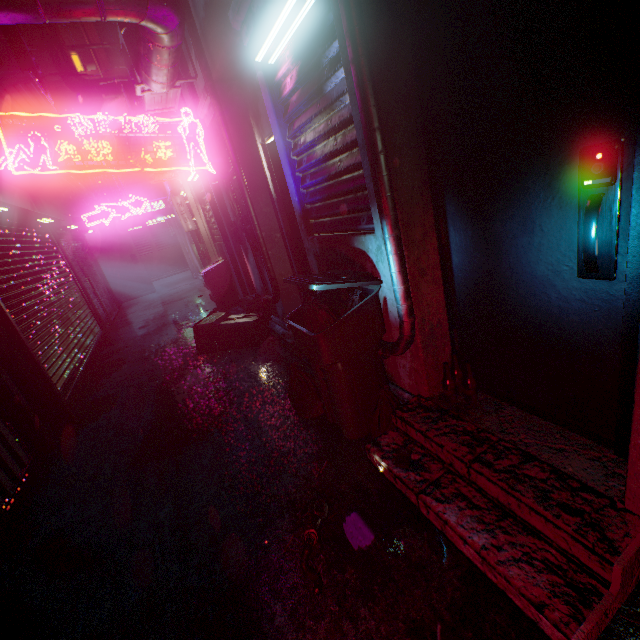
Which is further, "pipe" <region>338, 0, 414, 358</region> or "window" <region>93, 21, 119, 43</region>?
"window" <region>93, 21, 119, 43</region>

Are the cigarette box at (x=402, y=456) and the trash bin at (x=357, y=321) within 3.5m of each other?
yes

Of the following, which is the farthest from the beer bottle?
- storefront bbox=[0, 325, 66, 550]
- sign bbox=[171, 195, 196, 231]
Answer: sign bbox=[171, 195, 196, 231]

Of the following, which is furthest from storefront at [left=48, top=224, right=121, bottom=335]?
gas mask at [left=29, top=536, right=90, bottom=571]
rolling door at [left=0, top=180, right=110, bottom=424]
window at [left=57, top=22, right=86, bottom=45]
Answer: gas mask at [left=29, top=536, right=90, bottom=571]

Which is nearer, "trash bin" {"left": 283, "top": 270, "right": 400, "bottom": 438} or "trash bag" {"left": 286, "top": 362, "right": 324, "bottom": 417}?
"trash bin" {"left": 283, "top": 270, "right": 400, "bottom": 438}

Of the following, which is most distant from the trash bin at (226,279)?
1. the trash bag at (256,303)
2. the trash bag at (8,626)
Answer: the trash bag at (8,626)

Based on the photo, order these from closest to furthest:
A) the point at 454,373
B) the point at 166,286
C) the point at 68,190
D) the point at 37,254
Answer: the point at 454,373, the point at 37,254, the point at 68,190, the point at 166,286

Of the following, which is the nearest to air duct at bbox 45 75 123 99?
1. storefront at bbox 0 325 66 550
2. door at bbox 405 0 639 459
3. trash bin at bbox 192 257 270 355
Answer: storefront at bbox 0 325 66 550
